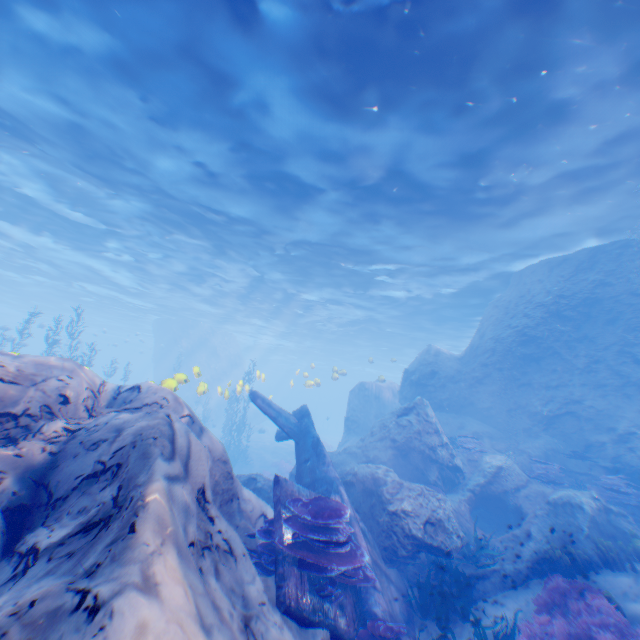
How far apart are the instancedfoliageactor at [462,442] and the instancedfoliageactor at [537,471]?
1.33m

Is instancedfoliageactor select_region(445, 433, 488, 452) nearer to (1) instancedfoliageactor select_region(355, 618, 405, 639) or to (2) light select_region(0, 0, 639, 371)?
(2) light select_region(0, 0, 639, 371)

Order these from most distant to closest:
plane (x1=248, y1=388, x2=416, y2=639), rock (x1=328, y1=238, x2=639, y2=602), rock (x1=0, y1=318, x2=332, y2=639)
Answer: rock (x1=328, y1=238, x2=639, y2=602)
plane (x1=248, y1=388, x2=416, y2=639)
rock (x1=0, y1=318, x2=332, y2=639)

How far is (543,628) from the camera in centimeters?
627cm

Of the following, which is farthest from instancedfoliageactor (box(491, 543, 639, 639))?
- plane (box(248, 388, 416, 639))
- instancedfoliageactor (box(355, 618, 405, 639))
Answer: instancedfoliageactor (box(355, 618, 405, 639))

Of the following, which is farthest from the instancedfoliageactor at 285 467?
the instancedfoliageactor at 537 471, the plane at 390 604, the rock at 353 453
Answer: the instancedfoliageactor at 537 471

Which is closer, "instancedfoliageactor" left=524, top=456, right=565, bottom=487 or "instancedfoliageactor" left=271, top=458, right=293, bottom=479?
"instancedfoliageactor" left=524, top=456, right=565, bottom=487

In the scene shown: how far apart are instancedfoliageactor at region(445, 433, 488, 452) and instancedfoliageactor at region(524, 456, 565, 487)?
1.3m
